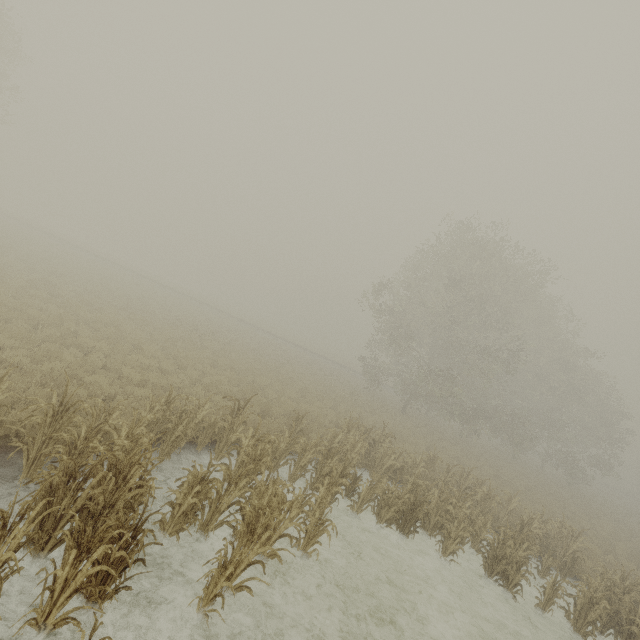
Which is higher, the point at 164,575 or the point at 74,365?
the point at 74,365
